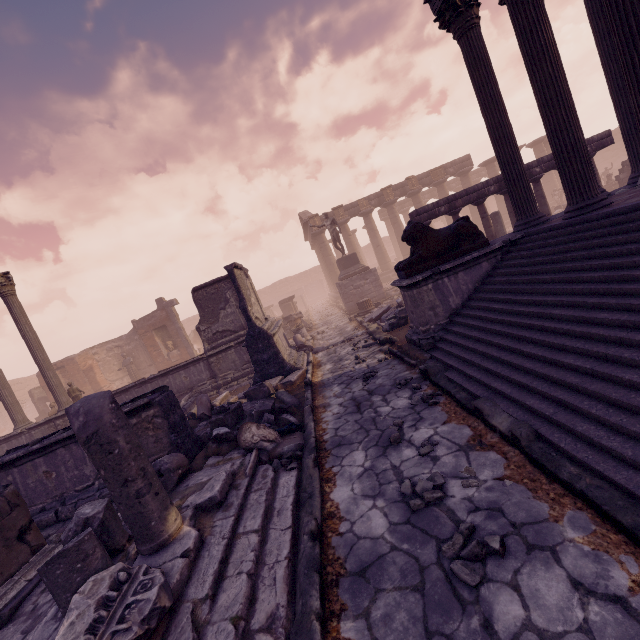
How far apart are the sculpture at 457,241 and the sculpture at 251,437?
3.79m

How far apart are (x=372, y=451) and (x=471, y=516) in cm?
168

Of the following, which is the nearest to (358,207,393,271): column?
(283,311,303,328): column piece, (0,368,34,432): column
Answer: (283,311,303,328): column piece

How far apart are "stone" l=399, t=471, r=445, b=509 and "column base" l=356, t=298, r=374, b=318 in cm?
1174

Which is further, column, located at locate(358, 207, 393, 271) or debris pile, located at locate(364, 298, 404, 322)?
column, located at locate(358, 207, 393, 271)

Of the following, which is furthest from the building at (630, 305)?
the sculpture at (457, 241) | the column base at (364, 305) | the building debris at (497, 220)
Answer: the column base at (364, 305)

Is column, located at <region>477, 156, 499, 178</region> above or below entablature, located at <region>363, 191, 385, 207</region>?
below

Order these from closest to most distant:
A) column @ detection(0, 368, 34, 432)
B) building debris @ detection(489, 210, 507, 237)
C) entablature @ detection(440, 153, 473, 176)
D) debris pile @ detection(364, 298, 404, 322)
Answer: debris pile @ detection(364, 298, 404, 322), column @ detection(0, 368, 34, 432), building debris @ detection(489, 210, 507, 237), entablature @ detection(440, 153, 473, 176)
